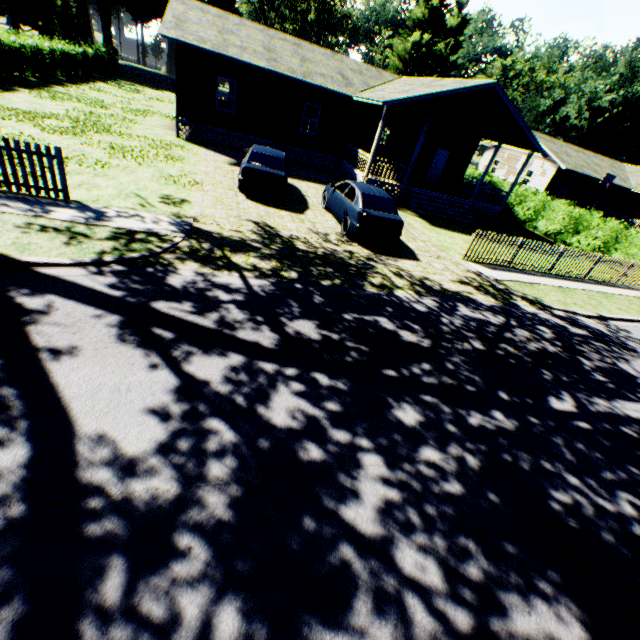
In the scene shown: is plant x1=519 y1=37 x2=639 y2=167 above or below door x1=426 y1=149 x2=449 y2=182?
above

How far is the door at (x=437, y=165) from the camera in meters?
23.1

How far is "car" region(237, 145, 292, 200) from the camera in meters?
12.1

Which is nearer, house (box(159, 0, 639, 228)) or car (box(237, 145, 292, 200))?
car (box(237, 145, 292, 200))

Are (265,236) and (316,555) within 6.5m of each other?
no

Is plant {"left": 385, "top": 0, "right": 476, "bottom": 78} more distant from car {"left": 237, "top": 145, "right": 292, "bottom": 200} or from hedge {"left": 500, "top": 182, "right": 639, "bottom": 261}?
car {"left": 237, "top": 145, "right": 292, "bottom": 200}

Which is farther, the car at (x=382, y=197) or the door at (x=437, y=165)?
the door at (x=437, y=165)

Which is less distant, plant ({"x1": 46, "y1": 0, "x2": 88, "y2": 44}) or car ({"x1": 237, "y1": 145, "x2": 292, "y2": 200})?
car ({"x1": 237, "y1": 145, "x2": 292, "y2": 200})
